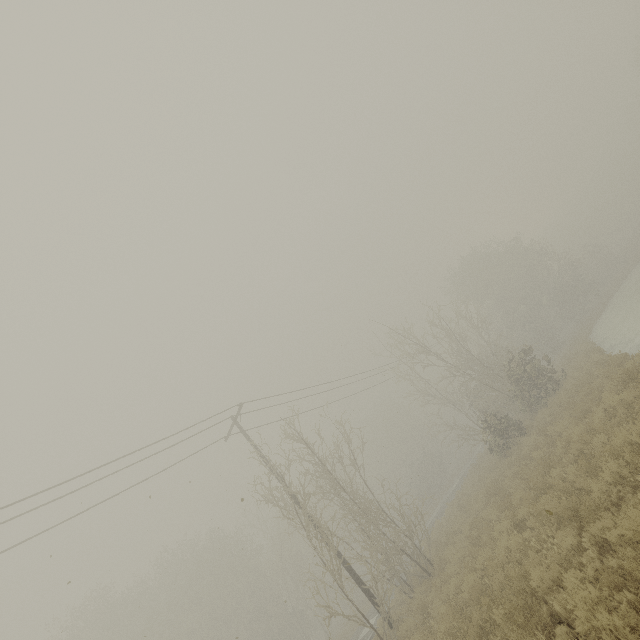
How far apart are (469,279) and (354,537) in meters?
40.0 m
